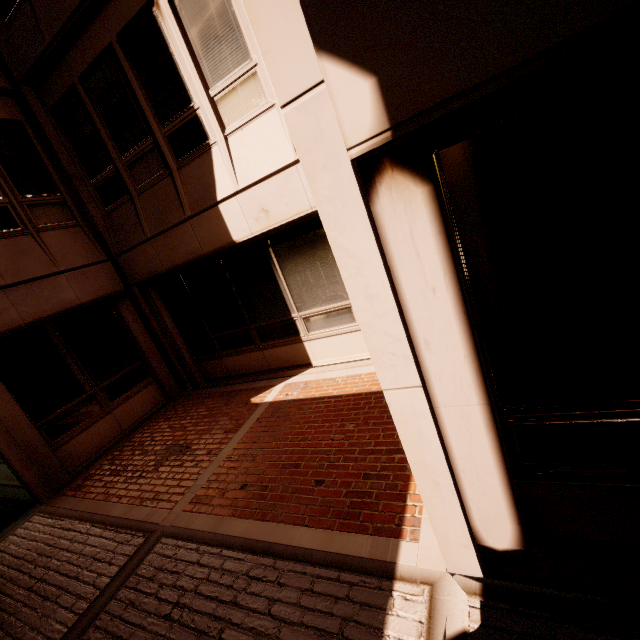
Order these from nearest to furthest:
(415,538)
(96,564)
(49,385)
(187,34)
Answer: (415,538), (96,564), (187,34), (49,385)
